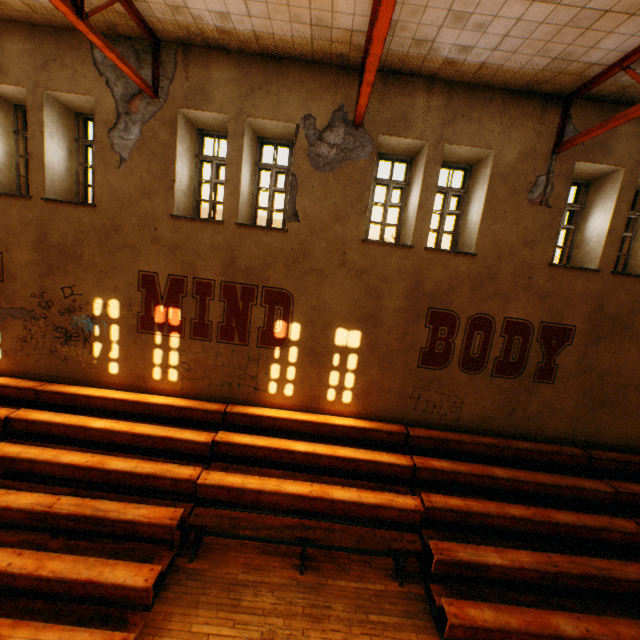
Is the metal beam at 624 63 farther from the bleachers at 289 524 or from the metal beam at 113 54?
the metal beam at 113 54

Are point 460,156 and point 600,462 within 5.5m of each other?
no

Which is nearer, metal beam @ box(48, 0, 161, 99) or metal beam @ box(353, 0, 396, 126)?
metal beam @ box(353, 0, 396, 126)

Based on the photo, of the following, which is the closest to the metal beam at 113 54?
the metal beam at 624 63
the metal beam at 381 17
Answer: the metal beam at 381 17

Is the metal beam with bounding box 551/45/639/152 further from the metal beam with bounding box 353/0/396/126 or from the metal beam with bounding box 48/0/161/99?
the metal beam with bounding box 48/0/161/99

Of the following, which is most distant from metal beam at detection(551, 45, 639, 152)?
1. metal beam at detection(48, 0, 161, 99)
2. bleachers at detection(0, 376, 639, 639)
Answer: metal beam at detection(48, 0, 161, 99)

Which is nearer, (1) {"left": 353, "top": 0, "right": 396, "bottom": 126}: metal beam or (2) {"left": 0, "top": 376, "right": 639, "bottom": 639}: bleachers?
(1) {"left": 353, "top": 0, "right": 396, "bottom": 126}: metal beam

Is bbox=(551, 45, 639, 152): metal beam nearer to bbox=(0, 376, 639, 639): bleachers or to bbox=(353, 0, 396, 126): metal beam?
bbox=(353, 0, 396, 126): metal beam
